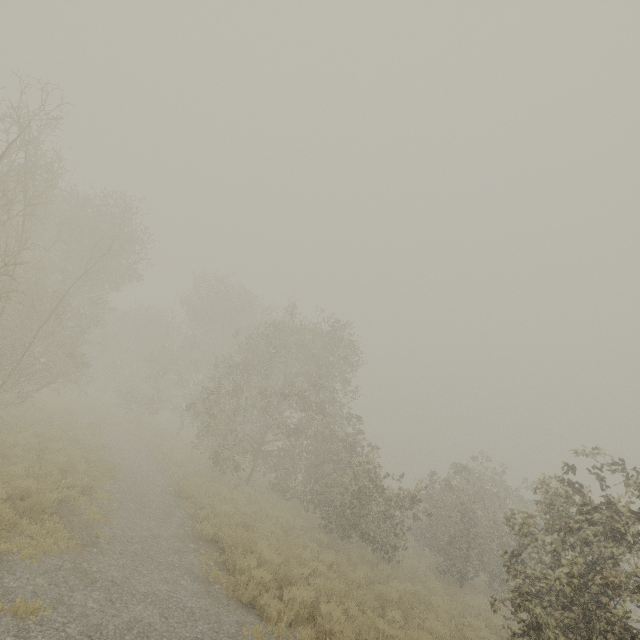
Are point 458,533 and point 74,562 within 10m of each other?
no
